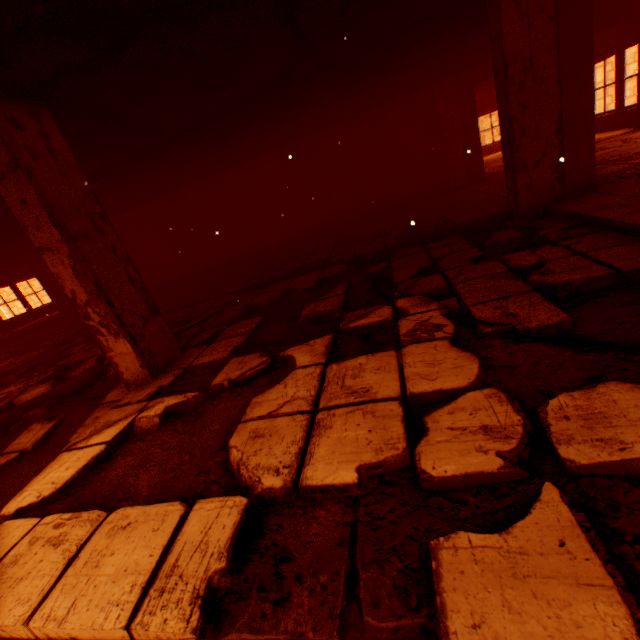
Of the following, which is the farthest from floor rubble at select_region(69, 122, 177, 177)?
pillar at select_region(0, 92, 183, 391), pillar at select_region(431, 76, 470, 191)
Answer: pillar at select_region(431, 76, 470, 191)

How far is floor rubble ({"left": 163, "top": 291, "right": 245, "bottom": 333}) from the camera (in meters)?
5.15

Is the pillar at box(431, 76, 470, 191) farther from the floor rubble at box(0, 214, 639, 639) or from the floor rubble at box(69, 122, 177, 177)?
the floor rubble at box(0, 214, 639, 639)

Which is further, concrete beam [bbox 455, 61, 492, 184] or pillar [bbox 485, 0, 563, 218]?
concrete beam [bbox 455, 61, 492, 184]

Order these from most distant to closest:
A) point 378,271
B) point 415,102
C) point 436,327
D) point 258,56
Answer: point 415,102, point 378,271, point 258,56, point 436,327

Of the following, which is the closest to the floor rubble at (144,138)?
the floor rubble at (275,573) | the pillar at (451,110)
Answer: the floor rubble at (275,573)

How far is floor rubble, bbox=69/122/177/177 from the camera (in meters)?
4.04

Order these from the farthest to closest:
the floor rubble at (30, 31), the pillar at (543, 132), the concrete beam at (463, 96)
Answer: the concrete beam at (463, 96) → the pillar at (543, 132) → the floor rubble at (30, 31)
